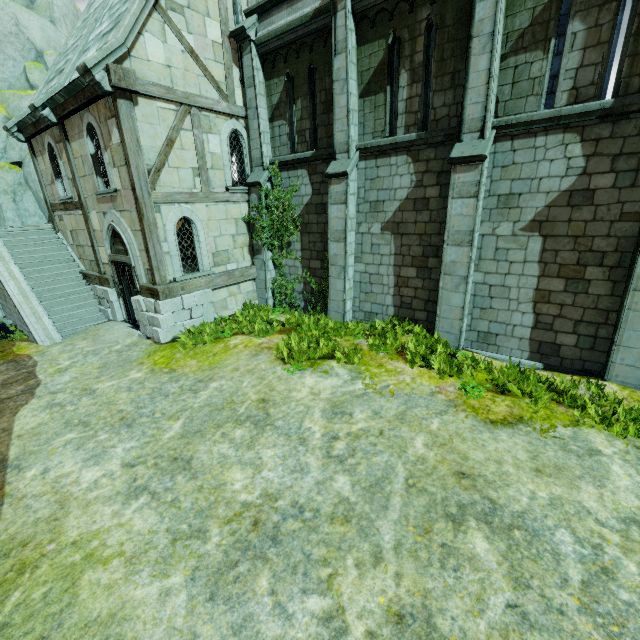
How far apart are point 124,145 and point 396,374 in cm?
944

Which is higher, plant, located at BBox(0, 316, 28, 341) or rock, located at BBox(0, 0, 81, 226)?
rock, located at BBox(0, 0, 81, 226)

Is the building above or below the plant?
above

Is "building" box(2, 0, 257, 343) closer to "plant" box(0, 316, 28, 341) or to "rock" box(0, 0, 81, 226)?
"plant" box(0, 316, 28, 341)

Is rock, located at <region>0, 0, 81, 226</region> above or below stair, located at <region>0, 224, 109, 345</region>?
above

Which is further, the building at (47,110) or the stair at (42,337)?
the stair at (42,337)

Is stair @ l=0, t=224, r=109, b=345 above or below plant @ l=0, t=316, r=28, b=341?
above

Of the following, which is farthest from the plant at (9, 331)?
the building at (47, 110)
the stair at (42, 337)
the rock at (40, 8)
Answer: the rock at (40, 8)
